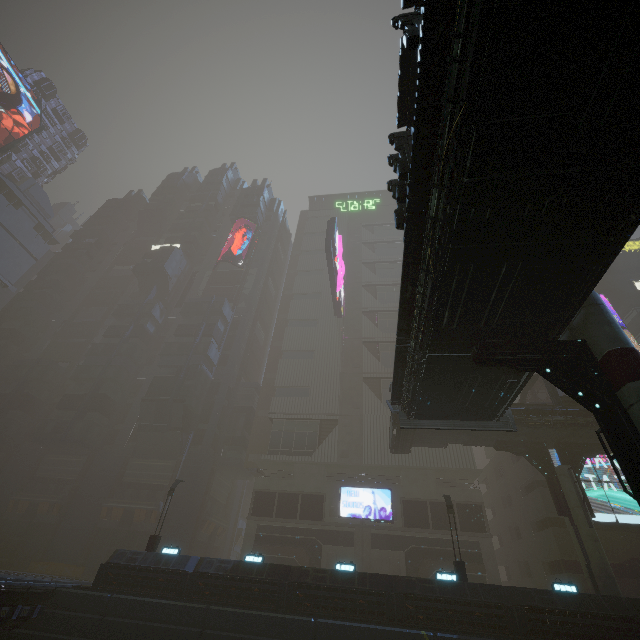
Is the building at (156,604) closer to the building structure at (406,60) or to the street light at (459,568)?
the street light at (459,568)

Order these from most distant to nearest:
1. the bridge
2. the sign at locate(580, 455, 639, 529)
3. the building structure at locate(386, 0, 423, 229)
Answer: the sign at locate(580, 455, 639, 529), the building structure at locate(386, 0, 423, 229), the bridge

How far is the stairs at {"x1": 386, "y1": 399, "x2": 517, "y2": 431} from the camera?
15.8 meters

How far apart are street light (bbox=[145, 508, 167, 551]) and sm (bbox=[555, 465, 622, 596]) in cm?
2782

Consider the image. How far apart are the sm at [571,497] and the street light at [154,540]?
27.82m

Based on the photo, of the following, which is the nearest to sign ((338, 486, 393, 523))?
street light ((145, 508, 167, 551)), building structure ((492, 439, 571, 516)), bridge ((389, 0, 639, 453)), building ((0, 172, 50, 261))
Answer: building ((0, 172, 50, 261))

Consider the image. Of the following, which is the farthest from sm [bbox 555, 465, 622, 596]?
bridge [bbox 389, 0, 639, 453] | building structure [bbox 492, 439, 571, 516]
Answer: bridge [bbox 389, 0, 639, 453]

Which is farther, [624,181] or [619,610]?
[619,610]
